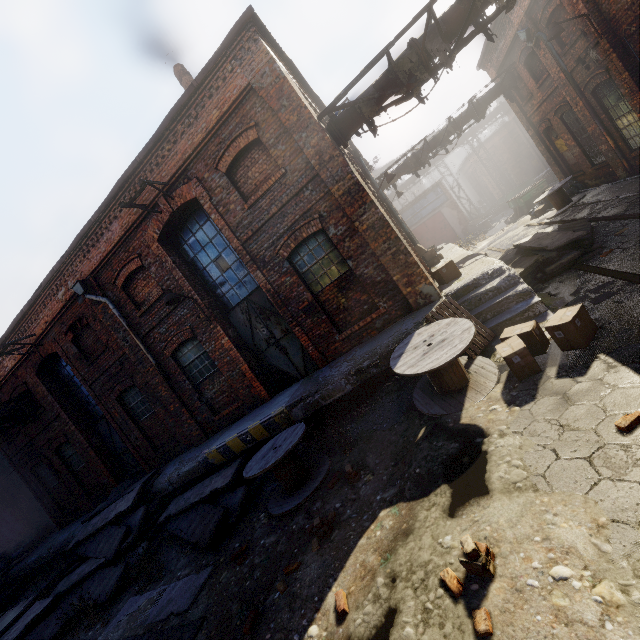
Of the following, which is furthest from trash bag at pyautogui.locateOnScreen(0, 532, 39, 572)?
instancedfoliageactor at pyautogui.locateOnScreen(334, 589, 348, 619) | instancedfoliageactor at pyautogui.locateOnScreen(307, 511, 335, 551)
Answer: instancedfoliageactor at pyautogui.locateOnScreen(334, 589, 348, 619)

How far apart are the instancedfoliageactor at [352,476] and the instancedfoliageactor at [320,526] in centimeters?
62cm

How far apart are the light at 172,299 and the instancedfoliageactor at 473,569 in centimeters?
809cm

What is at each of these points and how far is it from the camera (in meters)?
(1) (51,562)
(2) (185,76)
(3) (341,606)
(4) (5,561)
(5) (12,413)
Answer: (1) building, 14.44
(2) building, 10.88
(3) instancedfoliageactor, 3.27
(4) trash bag, 14.79
(5) pipe, 12.55

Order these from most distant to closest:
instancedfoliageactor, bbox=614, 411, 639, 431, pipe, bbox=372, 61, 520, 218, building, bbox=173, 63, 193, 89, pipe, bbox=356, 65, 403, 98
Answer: pipe, bbox=372, 61, 520, 218
building, bbox=173, 63, 193, 89
pipe, bbox=356, 65, 403, 98
instancedfoliageactor, bbox=614, 411, 639, 431

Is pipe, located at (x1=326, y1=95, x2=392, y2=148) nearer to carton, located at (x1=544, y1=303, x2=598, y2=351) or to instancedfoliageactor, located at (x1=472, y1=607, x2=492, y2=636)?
carton, located at (x1=544, y1=303, x2=598, y2=351)

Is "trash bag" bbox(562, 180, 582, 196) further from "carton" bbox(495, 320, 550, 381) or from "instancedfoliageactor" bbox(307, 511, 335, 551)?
"instancedfoliageactor" bbox(307, 511, 335, 551)

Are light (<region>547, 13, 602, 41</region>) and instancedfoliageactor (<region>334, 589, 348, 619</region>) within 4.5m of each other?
no
